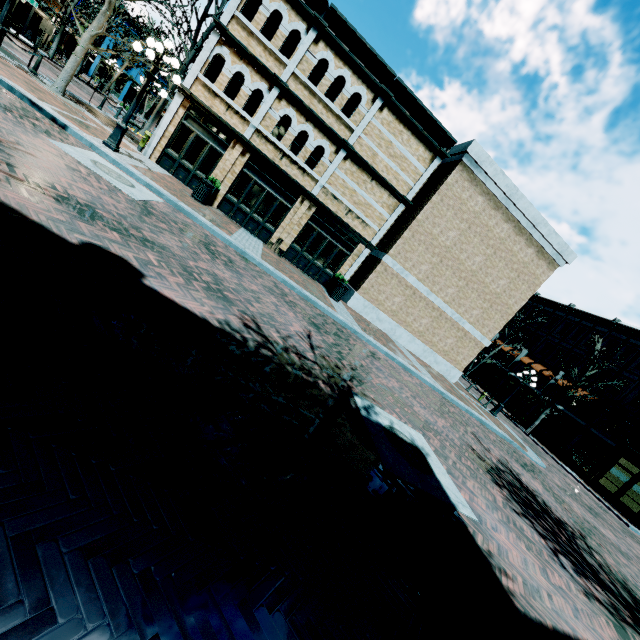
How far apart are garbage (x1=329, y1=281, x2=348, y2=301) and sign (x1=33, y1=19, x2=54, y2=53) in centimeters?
1533cm

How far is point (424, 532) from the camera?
3.76m

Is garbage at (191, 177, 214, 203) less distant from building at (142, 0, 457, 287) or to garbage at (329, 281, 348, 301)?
building at (142, 0, 457, 287)

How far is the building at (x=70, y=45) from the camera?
49.00m

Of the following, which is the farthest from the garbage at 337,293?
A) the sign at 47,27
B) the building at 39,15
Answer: the sign at 47,27

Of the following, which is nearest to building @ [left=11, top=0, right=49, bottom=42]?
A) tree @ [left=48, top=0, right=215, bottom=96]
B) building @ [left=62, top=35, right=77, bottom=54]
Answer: tree @ [left=48, top=0, right=215, bottom=96]

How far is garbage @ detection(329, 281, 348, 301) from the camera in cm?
1541

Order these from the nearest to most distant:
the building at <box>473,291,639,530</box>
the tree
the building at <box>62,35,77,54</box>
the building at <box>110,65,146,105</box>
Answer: the tree < the building at <box>473,291,639,530</box> < the building at <box>62,35,77,54</box> < the building at <box>110,65,146,105</box>
